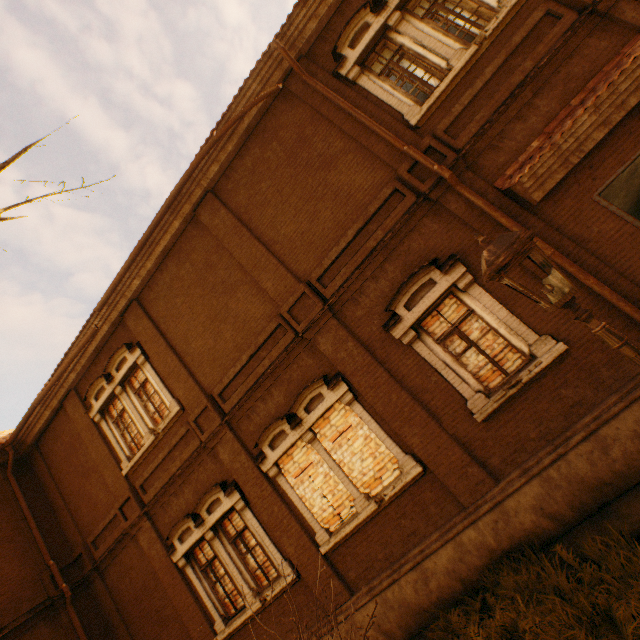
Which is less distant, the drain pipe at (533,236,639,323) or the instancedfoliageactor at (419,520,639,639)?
the instancedfoliageactor at (419,520,639,639)

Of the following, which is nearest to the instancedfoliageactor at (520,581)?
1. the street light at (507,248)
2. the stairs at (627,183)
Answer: the street light at (507,248)

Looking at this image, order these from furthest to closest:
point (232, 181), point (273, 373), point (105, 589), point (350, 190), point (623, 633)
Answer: point (105, 589) < point (232, 181) < point (273, 373) < point (350, 190) < point (623, 633)

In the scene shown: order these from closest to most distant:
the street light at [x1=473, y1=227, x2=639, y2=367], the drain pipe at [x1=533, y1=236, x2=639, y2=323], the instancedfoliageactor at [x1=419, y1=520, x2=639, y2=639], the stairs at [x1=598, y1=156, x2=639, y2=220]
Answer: the street light at [x1=473, y1=227, x2=639, y2=367], the instancedfoliageactor at [x1=419, y1=520, x2=639, y2=639], the drain pipe at [x1=533, y1=236, x2=639, y2=323], the stairs at [x1=598, y1=156, x2=639, y2=220]

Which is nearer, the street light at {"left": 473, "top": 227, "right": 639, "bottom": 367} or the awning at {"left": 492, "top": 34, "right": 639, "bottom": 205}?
the street light at {"left": 473, "top": 227, "right": 639, "bottom": 367}

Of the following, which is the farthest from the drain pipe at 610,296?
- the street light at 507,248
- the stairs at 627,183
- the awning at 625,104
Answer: the street light at 507,248

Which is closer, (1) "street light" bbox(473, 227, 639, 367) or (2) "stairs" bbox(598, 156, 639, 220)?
(1) "street light" bbox(473, 227, 639, 367)

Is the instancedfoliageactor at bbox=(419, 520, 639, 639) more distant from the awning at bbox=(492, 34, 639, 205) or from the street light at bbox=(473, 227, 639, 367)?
the awning at bbox=(492, 34, 639, 205)
